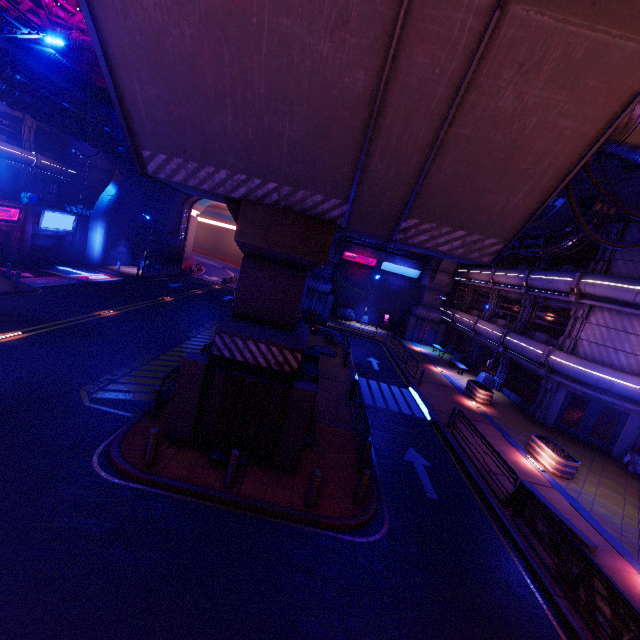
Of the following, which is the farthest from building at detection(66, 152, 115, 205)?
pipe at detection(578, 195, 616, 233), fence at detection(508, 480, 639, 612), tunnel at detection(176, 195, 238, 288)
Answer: fence at detection(508, 480, 639, 612)

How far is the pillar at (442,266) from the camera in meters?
34.4 m

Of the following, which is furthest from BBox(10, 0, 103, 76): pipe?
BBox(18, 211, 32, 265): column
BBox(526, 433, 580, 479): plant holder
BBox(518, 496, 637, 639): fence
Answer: BBox(526, 433, 580, 479): plant holder

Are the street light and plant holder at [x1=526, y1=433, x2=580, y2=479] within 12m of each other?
yes

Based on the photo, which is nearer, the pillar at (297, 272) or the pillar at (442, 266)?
the pillar at (297, 272)

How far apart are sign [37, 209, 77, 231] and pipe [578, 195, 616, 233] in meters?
35.5 m

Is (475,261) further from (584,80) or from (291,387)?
(291,387)

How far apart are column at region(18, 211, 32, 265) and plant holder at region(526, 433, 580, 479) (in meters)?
36.92
